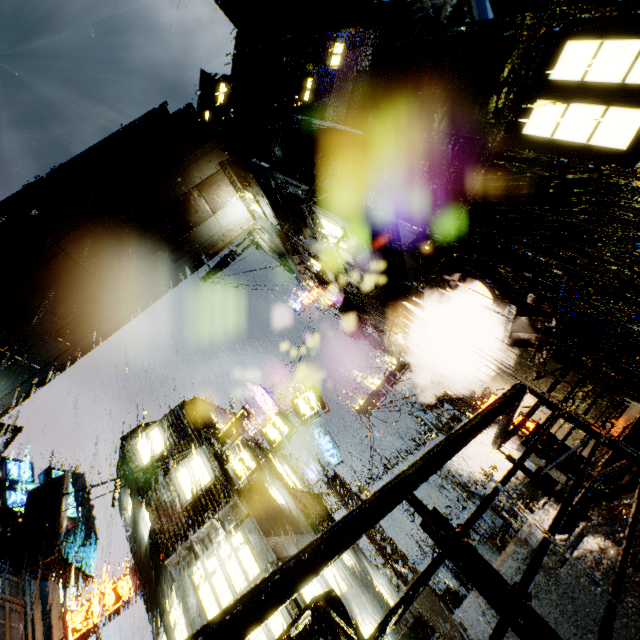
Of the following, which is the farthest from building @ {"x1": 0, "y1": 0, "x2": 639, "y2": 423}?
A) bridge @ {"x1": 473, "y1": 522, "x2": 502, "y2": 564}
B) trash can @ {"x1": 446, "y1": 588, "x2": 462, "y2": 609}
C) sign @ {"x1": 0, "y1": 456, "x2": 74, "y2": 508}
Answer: trash can @ {"x1": 446, "y1": 588, "x2": 462, "y2": 609}

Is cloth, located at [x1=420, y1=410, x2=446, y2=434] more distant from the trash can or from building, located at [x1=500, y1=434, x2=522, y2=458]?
the trash can

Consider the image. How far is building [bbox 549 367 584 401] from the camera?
10.12m

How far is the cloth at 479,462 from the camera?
21.47m

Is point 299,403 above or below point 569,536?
above

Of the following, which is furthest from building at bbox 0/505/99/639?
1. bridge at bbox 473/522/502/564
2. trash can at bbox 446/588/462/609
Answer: trash can at bbox 446/588/462/609

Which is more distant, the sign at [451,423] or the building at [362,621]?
the sign at [451,423]

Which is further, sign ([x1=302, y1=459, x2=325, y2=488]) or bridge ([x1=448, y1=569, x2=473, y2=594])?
sign ([x1=302, y1=459, x2=325, y2=488])
